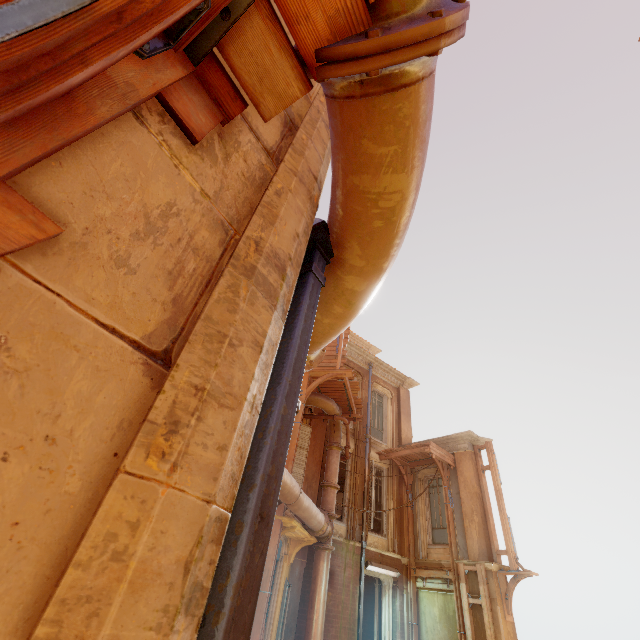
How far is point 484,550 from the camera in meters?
11.3 m

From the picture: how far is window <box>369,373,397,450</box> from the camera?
15.55m

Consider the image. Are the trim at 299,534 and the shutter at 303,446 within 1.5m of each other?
yes

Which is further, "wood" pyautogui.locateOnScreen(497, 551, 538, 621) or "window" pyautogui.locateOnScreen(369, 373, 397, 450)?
"window" pyautogui.locateOnScreen(369, 373, 397, 450)

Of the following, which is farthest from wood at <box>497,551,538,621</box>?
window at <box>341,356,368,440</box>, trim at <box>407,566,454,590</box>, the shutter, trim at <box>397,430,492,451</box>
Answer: the shutter

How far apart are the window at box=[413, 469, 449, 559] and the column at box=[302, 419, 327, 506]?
5.21m

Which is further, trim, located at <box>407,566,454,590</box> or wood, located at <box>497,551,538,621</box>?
trim, located at <box>407,566,454,590</box>

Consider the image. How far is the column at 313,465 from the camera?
11.46m
